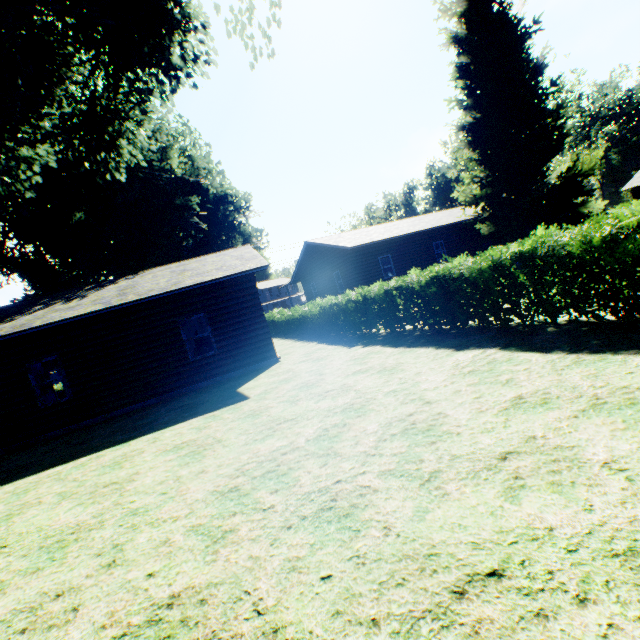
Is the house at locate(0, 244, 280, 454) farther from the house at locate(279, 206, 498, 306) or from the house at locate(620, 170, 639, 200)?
the house at locate(620, 170, 639, 200)

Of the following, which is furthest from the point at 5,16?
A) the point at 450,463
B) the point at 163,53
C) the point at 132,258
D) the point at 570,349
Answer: the point at 132,258

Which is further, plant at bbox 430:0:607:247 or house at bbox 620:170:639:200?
house at bbox 620:170:639:200

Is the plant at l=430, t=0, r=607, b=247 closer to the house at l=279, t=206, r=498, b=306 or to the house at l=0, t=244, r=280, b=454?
the house at l=279, t=206, r=498, b=306

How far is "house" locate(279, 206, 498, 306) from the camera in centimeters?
2167cm

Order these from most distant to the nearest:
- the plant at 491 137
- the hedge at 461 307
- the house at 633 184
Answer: the house at 633 184 → the plant at 491 137 → the hedge at 461 307

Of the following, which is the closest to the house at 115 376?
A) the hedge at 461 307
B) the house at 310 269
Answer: the hedge at 461 307

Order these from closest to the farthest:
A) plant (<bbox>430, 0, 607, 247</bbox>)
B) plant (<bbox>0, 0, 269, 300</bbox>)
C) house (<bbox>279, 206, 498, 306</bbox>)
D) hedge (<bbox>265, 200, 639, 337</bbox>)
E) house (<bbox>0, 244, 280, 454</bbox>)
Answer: hedge (<bbox>265, 200, 639, 337</bbox>) → plant (<bbox>0, 0, 269, 300</bbox>) → house (<bbox>0, 244, 280, 454</bbox>) → plant (<bbox>430, 0, 607, 247</bbox>) → house (<bbox>279, 206, 498, 306</bbox>)
